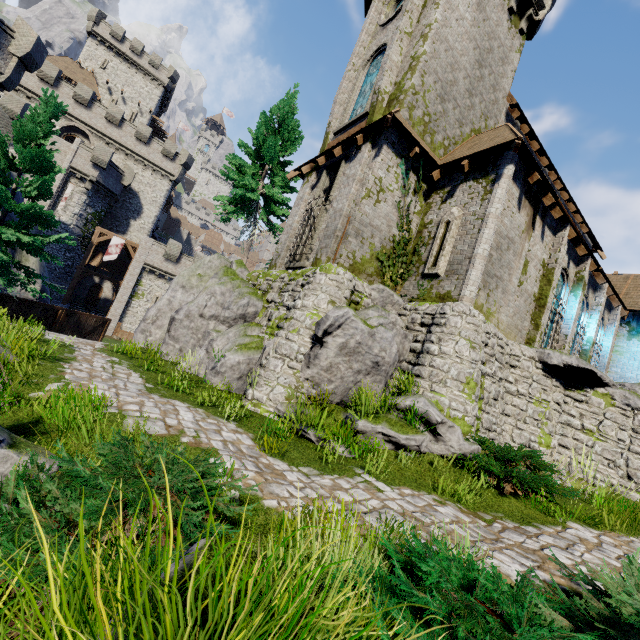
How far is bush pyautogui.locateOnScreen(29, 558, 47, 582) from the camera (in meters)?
2.15

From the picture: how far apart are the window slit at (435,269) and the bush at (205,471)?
9.7m

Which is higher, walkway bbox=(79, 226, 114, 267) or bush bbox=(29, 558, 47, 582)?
walkway bbox=(79, 226, 114, 267)

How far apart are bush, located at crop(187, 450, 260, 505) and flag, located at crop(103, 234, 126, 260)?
34.9m

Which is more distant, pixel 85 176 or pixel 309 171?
pixel 85 176

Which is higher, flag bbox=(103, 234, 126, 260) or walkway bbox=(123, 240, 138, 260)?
walkway bbox=(123, 240, 138, 260)

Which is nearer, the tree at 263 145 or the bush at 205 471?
the bush at 205 471

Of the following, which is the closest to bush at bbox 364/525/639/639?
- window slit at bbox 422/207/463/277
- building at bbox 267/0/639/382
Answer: building at bbox 267/0/639/382
